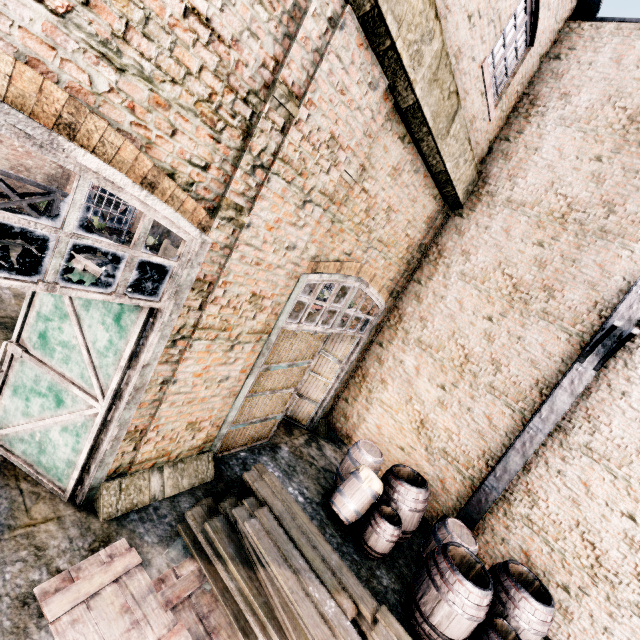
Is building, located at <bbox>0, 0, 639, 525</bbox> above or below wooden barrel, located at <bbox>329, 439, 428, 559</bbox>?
above

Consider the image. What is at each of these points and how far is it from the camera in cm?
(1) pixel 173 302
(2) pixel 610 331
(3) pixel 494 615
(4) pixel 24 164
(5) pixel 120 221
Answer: (1) door, 439
(2) truss, 637
(3) wooden barrel, 603
(4) building, 2289
(5) building, 2934

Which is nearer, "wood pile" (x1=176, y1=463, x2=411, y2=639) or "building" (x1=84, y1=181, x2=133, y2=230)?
"wood pile" (x1=176, y1=463, x2=411, y2=639)

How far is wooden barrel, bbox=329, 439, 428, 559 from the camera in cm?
694

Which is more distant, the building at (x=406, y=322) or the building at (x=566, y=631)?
the building at (x=566, y=631)

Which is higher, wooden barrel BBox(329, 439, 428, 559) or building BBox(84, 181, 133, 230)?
wooden barrel BBox(329, 439, 428, 559)

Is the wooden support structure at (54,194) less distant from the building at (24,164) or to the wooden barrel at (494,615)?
the building at (24,164)

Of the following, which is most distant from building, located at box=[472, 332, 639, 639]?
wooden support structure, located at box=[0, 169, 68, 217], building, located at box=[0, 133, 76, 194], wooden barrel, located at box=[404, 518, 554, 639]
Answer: building, located at box=[0, 133, 76, 194]
